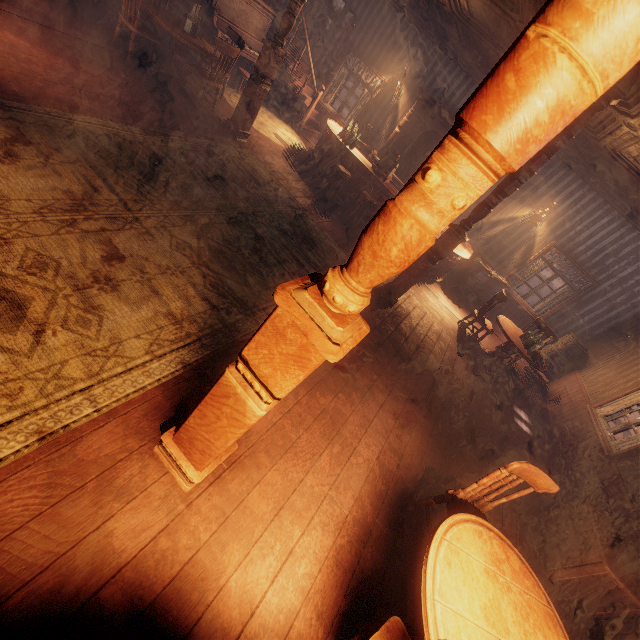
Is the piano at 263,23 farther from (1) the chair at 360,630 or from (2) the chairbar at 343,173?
(1) the chair at 360,630

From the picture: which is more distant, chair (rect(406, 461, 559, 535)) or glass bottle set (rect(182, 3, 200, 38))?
glass bottle set (rect(182, 3, 200, 38))

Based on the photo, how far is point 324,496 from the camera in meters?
2.7 m

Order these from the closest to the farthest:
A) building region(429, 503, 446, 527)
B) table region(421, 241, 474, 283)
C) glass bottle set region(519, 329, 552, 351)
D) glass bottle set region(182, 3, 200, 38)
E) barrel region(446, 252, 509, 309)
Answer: building region(429, 503, 446, 527)
glass bottle set region(182, 3, 200, 38)
glass bottle set region(519, 329, 552, 351)
table region(421, 241, 474, 283)
barrel region(446, 252, 509, 309)

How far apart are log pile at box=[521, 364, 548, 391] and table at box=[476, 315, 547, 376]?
1.55m

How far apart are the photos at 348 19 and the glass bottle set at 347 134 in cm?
382

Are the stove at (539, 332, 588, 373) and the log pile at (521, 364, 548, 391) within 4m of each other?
yes

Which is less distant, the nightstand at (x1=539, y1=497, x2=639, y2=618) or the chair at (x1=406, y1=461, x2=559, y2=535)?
the chair at (x1=406, y1=461, x2=559, y2=535)
